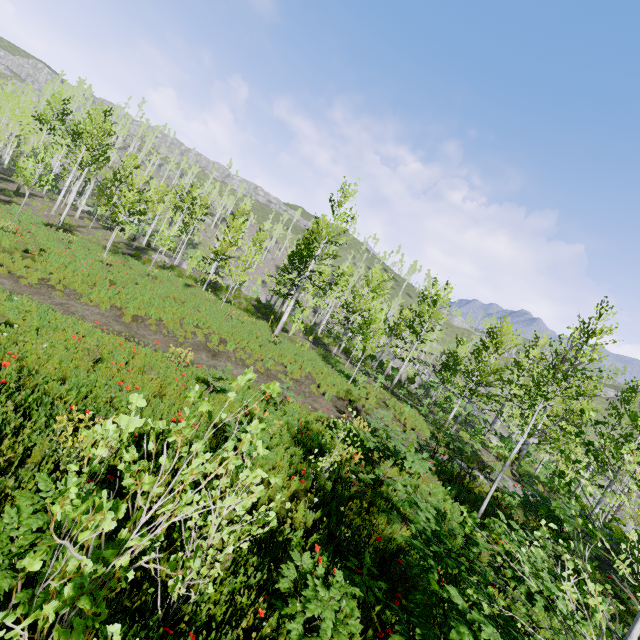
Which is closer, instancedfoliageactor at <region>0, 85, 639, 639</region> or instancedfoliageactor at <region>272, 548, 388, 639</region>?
instancedfoliageactor at <region>0, 85, 639, 639</region>

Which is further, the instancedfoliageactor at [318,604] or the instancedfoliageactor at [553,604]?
the instancedfoliageactor at [318,604]

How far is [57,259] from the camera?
14.99m
